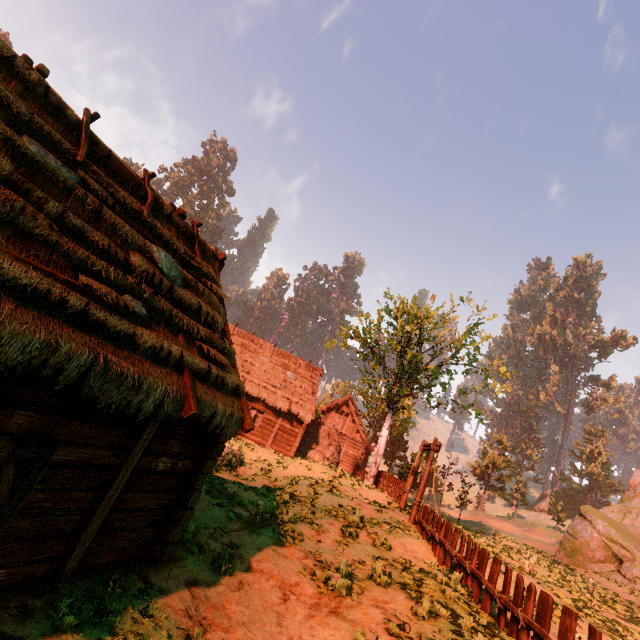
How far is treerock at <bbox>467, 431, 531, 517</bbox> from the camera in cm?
4453

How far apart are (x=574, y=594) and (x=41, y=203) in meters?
21.6

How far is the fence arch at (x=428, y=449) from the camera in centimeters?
1410cm

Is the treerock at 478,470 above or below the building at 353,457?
above

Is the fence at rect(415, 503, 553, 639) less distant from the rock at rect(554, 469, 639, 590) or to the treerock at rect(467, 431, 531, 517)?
the treerock at rect(467, 431, 531, 517)

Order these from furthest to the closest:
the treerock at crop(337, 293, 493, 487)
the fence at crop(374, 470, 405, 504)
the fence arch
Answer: the treerock at crop(337, 293, 493, 487), the fence at crop(374, 470, 405, 504), the fence arch

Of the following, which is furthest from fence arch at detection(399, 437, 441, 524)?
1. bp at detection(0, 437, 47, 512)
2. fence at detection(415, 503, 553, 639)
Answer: bp at detection(0, 437, 47, 512)

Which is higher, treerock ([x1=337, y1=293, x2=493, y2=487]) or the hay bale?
treerock ([x1=337, y1=293, x2=493, y2=487])
